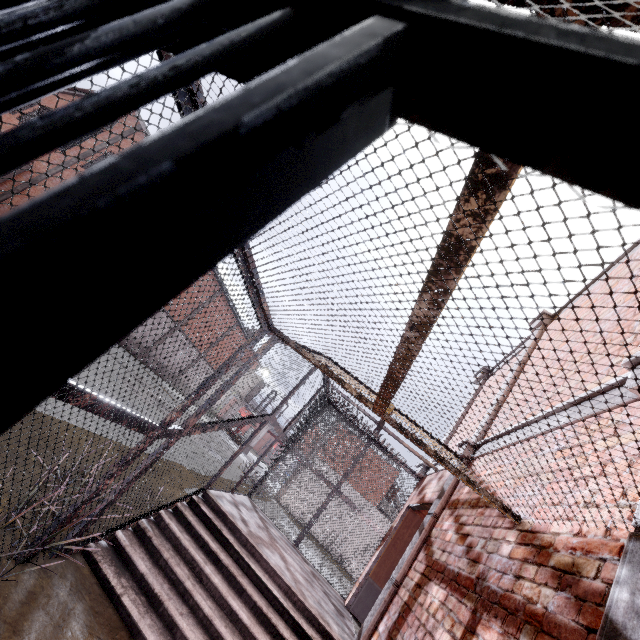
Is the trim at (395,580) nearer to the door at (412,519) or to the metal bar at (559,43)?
the door at (412,519)

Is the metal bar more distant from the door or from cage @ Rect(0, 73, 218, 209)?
the door

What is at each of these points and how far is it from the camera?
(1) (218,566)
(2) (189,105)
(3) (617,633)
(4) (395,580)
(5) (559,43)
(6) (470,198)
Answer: (1) stair, 4.09m
(2) cage, 1.63m
(3) trim, 1.34m
(4) trim, 4.23m
(5) metal bar, 0.20m
(6) cage, 0.99m

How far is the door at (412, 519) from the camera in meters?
6.1 m

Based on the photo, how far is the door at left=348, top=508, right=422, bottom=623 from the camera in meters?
6.1

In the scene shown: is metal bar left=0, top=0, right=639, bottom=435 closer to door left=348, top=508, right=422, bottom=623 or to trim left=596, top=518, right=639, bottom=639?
trim left=596, top=518, right=639, bottom=639

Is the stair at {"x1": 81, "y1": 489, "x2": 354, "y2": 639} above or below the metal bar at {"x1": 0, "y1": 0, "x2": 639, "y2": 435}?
below
